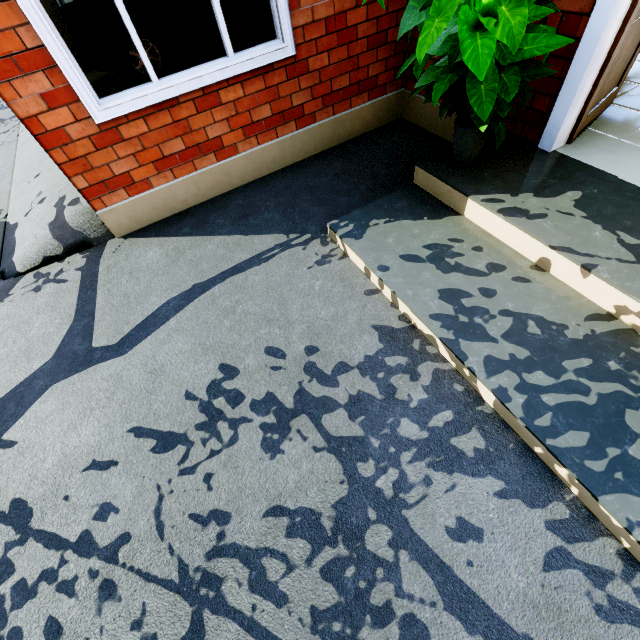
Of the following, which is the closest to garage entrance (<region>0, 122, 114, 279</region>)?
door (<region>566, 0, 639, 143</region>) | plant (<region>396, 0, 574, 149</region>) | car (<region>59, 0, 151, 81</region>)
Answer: car (<region>59, 0, 151, 81</region>)

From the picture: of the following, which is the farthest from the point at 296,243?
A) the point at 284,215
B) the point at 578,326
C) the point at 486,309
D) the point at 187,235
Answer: the point at 578,326

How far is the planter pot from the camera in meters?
2.6

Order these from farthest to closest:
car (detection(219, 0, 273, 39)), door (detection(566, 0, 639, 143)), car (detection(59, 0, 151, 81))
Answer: car (detection(219, 0, 273, 39)) < car (detection(59, 0, 151, 81)) < door (detection(566, 0, 639, 143))

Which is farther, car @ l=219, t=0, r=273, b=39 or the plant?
car @ l=219, t=0, r=273, b=39

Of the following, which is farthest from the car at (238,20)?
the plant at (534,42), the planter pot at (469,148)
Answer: the planter pot at (469,148)

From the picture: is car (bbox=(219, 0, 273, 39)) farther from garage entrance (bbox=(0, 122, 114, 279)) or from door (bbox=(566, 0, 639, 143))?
door (bbox=(566, 0, 639, 143))

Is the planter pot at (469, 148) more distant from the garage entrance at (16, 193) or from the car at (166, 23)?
the car at (166, 23)
